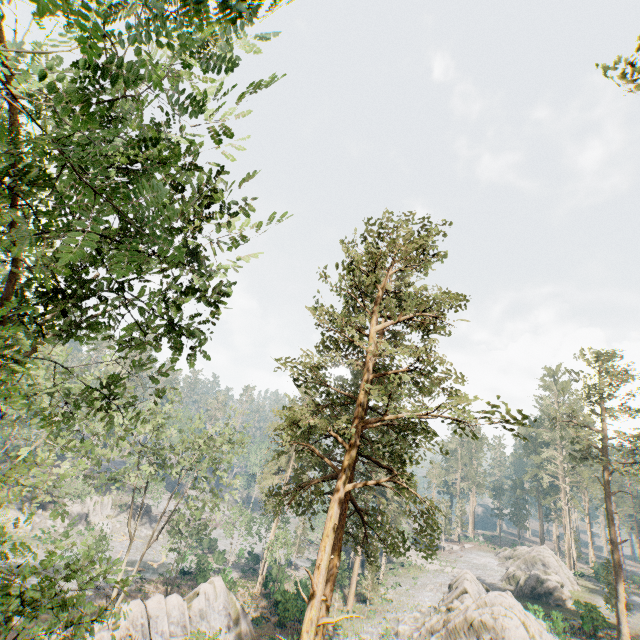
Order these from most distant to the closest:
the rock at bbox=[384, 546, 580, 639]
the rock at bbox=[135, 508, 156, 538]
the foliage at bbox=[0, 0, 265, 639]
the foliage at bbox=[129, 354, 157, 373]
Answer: the rock at bbox=[135, 508, 156, 538] < the rock at bbox=[384, 546, 580, 639] < the foliage at bbox=[129, 354, 157, 373] < the foliage at bbox=[0, 0, 265, 639]

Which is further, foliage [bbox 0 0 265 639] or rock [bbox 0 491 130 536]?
rock [bbox 0 491 130 536]

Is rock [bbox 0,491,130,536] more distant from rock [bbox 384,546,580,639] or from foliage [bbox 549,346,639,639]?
rock [bbox 384,546,580,639]

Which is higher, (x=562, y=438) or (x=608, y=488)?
(x=562, y=438)

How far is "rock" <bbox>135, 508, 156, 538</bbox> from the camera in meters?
54.3 m

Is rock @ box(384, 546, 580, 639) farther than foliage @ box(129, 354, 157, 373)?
Yes

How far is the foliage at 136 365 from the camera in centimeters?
813cm

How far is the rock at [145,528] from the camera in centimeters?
5428cm
